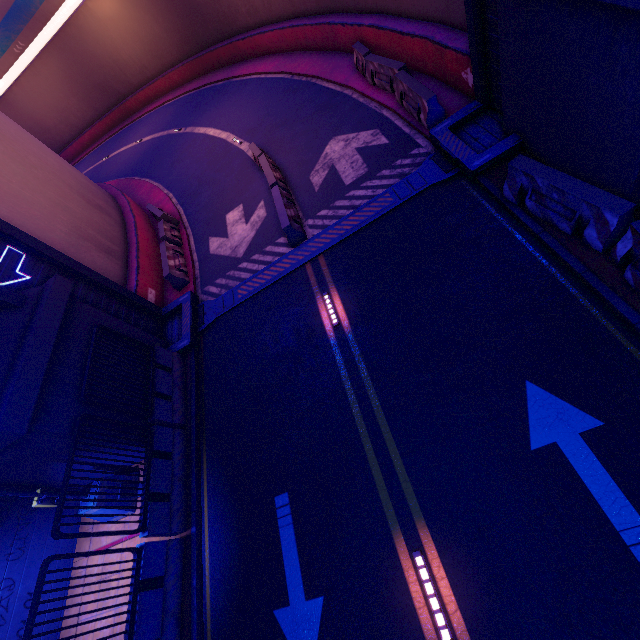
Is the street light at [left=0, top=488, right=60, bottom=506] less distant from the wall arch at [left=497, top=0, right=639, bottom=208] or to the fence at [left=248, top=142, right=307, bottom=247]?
the wall arch at [left=497, top=0, right=639, bottom=208]

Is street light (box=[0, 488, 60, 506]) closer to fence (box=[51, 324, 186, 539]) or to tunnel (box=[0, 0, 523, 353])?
fence (box=[51, 324, 186, 539])

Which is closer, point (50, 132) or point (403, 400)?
point (403, 400)

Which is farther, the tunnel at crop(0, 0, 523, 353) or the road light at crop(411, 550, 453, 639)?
the tunnel at crop(0, 0, 523, 353)

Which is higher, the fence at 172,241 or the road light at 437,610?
the fence at 172,241

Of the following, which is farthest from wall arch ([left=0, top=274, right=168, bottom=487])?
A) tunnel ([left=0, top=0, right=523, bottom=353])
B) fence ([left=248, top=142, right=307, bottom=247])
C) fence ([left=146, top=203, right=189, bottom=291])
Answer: fence ([left=248, top=142, right=307, bottom=247])

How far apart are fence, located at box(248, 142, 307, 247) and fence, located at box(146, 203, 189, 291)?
4.55m

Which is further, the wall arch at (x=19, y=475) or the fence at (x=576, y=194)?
the wall arch at (x=19, y=475)
